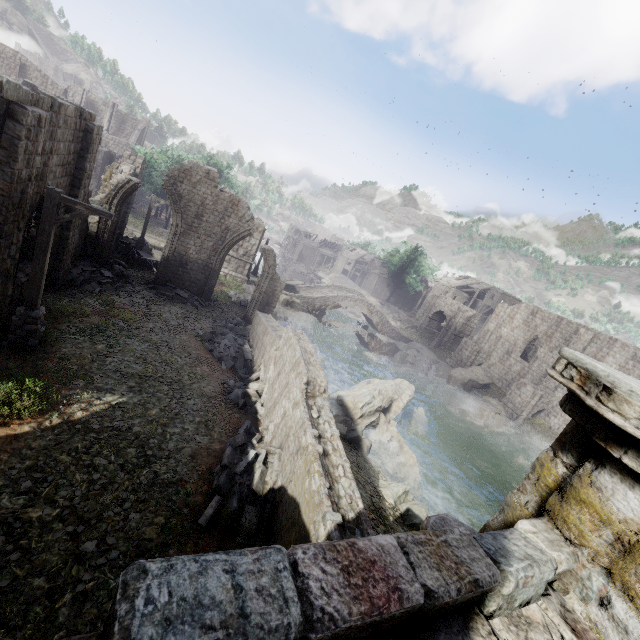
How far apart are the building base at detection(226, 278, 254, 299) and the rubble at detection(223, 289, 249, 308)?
0.01m

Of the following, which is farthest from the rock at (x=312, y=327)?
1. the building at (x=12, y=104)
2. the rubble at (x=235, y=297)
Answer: the building at (x=12, y=104)

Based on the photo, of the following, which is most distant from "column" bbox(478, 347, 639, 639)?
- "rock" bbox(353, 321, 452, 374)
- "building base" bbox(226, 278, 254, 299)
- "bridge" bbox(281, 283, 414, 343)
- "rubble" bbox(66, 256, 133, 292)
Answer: "rock" bbox(353, 321, 452, 374)

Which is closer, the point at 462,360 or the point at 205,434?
the point at 205,434

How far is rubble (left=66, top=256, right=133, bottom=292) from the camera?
15.42m

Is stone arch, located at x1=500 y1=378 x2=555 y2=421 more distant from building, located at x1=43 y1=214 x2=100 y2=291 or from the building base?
building, located at x1=43 y1=214 x2=100 y2=291

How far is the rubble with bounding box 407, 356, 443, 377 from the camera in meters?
36.1

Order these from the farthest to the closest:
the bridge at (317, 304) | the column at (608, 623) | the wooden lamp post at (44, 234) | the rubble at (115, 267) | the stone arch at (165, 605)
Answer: the bridge at (317, 304) < the rubble at (115, 267) < the wooden lamp post at (44, 234) < the column at (608, 623) < the stone arch at (165, 605)
